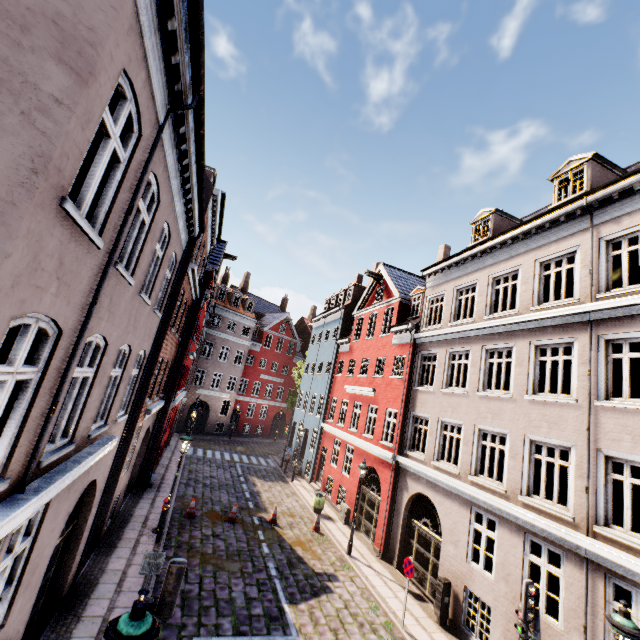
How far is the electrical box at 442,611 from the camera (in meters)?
10.57

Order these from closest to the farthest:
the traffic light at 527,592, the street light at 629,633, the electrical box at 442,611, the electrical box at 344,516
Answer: the street light at 629,633
the traffic light at 527,592
the electrical box at 442,611
the electrical box at 344,516

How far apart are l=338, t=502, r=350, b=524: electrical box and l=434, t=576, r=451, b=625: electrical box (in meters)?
7.14

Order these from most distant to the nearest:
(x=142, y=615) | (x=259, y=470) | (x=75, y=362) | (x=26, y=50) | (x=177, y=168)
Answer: (x=259, y=470), (x=177, y=168), (x=75, y=362), (x=142, y=615), (x=26, y=50)

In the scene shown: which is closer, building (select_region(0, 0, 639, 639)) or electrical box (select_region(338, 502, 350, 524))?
building (select_region(0, 0, 639, 639))

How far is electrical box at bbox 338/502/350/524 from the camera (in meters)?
17.41

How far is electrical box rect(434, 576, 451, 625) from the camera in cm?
1057

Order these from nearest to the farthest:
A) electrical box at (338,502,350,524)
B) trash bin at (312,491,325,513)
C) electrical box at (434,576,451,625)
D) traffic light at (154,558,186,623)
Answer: traffic light at (154,558,186,623), electrical box at (434,576,451,625), electrical box at (338,502,350,524), trash bin at (312,491,325,513)
